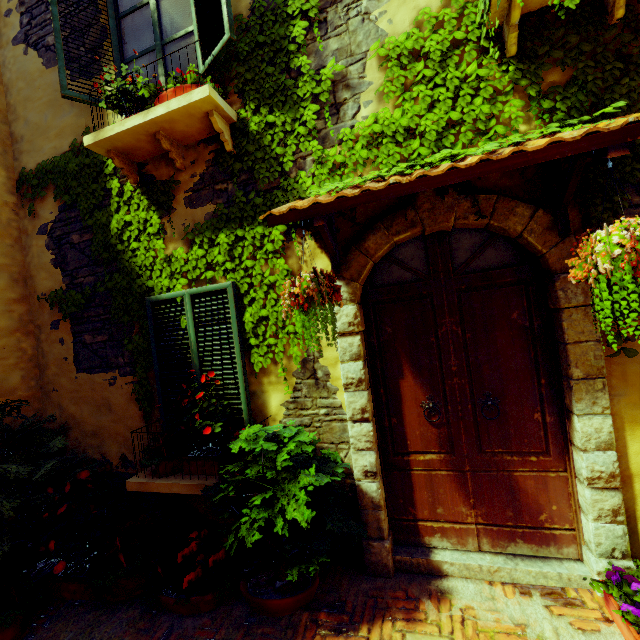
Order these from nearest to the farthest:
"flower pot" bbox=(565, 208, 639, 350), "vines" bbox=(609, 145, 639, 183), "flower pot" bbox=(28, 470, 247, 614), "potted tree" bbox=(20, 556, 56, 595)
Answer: "flower pot" bbox=(565, 208, 639, 350)
"vines" bbox=(609, 145, 639, 183)
"flower pot" bbox=(28, 470, 247, 614)
"potted tree" bbox=(20, 556, 56, 595)

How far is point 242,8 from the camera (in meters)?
3.17

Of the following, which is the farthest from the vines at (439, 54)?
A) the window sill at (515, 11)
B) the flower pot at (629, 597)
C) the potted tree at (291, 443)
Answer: the flower pot at (629, 597)

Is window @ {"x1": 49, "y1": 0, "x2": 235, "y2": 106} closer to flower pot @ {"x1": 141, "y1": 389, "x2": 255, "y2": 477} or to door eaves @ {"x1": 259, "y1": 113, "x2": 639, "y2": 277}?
door eaves @ {"x1": 259, "y1": 113, "x2": 639, "y2": 277}

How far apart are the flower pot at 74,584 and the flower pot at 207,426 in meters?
0.7 m

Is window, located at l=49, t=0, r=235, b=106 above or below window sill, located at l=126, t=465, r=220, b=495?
above

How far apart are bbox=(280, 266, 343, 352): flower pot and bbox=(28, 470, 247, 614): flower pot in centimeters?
235cm

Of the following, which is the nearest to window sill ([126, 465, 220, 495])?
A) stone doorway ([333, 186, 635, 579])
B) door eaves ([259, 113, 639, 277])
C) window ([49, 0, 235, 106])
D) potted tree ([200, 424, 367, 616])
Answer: potted tree ([200, 424, 367, 616])
